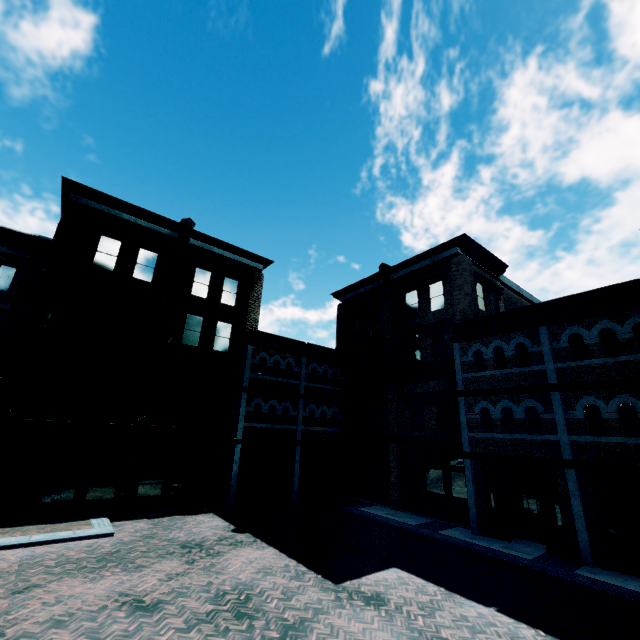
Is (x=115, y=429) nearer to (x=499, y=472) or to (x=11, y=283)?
(x=11, y=283)
